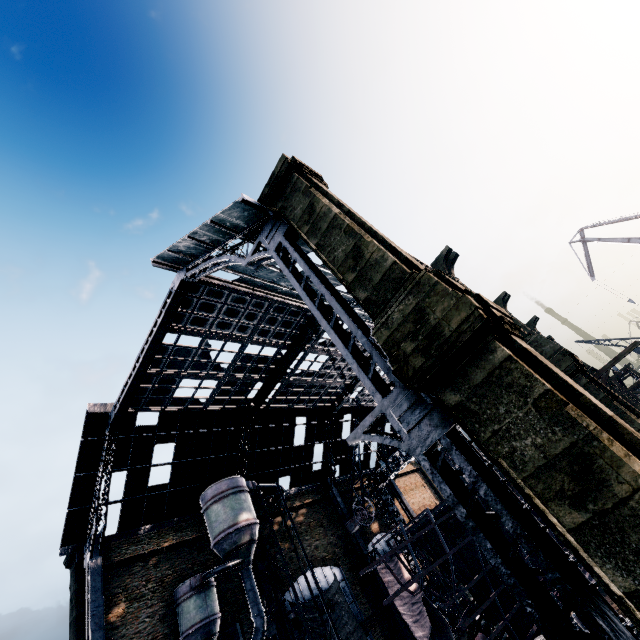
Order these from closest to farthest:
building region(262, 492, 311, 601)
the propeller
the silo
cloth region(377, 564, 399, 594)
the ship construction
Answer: the propeller
the ship construction
the silo
building region(262, 492, 311, 601)
cloth region(377, 564, 399, 594)

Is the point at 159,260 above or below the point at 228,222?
above

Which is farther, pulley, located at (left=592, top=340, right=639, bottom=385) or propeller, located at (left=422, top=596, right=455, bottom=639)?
pulley, located at (left=592, top=340, right=639, bottom=385)

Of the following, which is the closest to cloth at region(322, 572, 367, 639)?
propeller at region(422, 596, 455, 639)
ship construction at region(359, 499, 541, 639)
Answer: ship construction at region(359, 499, 541, 639)

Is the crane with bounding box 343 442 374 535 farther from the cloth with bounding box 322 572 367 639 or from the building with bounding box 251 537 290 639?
the cloth with bounding box 322 572 367 639

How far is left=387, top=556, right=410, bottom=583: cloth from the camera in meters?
35.2 m

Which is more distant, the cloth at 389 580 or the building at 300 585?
the cloth at 389 580

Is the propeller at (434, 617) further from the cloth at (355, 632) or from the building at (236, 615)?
the cloth at (355, 632)
